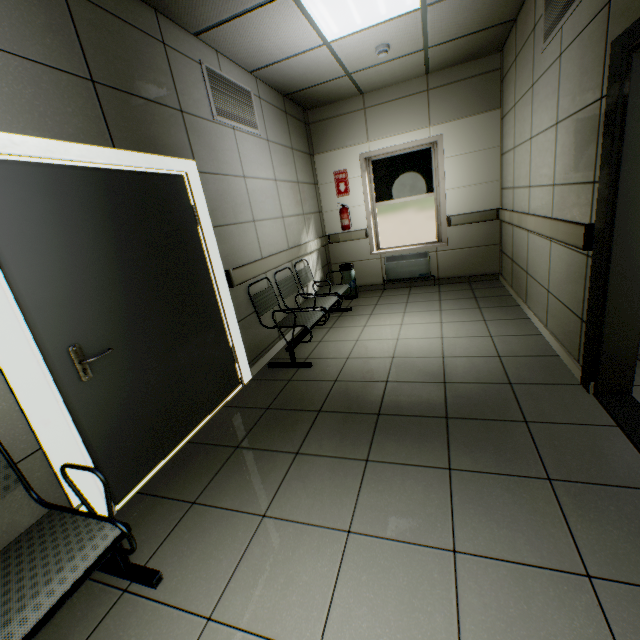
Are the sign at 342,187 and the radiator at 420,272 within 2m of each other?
yes

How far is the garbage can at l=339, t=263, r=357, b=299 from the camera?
5.75m

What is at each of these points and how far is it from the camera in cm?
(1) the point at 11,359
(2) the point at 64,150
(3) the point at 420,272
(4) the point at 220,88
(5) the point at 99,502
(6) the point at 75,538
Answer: (1) doorway, 157
(2) doorway, 184
(3) radiator, 580
(4) ventilation grill, 327
(5) doorway, 192
(6) chair, 132

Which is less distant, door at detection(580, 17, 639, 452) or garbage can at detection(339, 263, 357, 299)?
door at detection(580, 17, 639, 452)

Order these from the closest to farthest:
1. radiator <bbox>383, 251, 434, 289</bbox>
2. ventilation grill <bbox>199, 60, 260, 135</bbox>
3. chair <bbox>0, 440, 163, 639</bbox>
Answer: chair <bbox>0, 440, 163, 639</bbox>, ventilation grill <bbox>199, 60, 260, 135</bbox>, radiator <bbox>383, 251, 434, 289</bbox>

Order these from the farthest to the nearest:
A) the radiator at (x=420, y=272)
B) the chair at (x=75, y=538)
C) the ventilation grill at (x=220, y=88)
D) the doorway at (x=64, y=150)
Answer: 1. the radiator at (x=420, y=272)
2. the ventilation grill at (x=220, y=88)
3. the doorway at (x=64, y=150)
4. the chair at (x=75, y=538)

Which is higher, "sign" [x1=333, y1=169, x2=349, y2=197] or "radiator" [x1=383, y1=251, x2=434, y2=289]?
"sign" [x1=333, y1=169, x2=349, y2=197]

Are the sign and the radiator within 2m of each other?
yes
